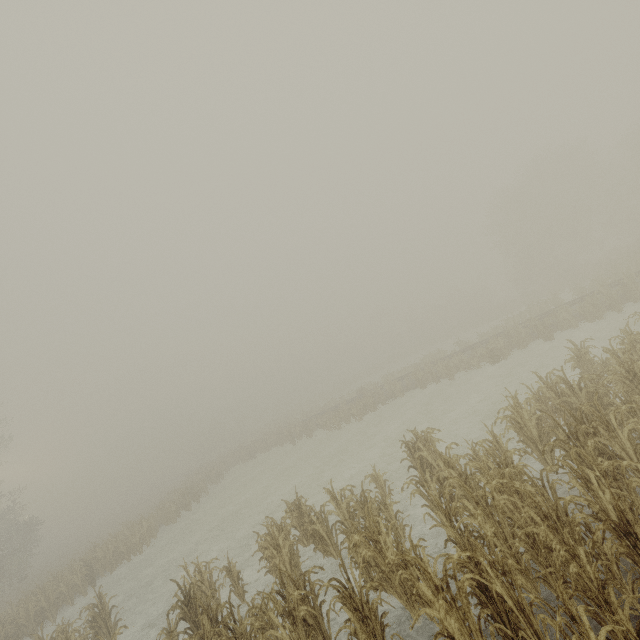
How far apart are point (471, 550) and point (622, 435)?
3.4m

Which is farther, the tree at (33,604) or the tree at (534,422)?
the tree at (33,604)

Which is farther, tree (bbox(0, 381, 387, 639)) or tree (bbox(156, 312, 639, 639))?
tree (bbox(0, 381, 387, 639))
